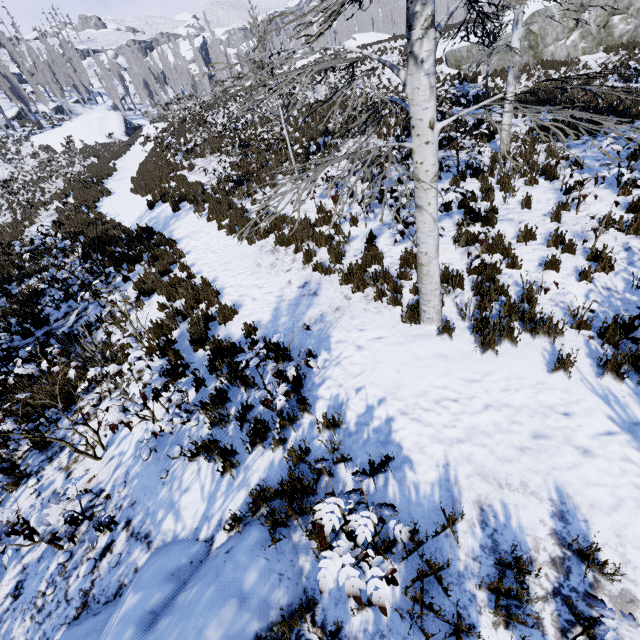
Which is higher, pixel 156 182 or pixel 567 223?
pixel 156 182

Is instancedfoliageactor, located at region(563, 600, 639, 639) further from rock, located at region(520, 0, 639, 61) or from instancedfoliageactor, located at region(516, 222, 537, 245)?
rock, located at region(520, 0, 639, 61)

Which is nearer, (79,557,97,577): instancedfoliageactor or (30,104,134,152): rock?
(79,557,97,577): instancedfoliageactor

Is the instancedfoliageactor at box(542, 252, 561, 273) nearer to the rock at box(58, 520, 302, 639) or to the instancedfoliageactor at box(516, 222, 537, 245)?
the rock at box(58, 520, 302, 639)

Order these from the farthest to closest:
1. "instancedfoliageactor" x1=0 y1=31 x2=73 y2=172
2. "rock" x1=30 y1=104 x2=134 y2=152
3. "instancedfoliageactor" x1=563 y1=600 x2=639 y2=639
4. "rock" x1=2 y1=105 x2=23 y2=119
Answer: "rock" x1=2 y1=105 x2=23 y2=119 → "rock" x1=30 y1=104 x2=134 y2=152 → "instancedfoliageactor" x1=0 y1=31 x2=73 y2=172 → "instancedfoliageactor" x1=563 y1=600 x2=639 y2=639

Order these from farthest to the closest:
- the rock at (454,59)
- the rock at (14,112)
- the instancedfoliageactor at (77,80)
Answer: the instancedfoliageactor at (77,80) → the rock at (14,112) → the rock at (454,59)

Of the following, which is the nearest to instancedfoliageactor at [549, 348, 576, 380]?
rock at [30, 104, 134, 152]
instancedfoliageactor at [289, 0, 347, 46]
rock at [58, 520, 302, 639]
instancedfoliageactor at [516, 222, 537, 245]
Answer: rock at [30, 104, 134, 152]

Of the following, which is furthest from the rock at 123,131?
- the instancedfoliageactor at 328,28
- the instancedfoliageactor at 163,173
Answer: the instancedfoliageactor at 328,28
